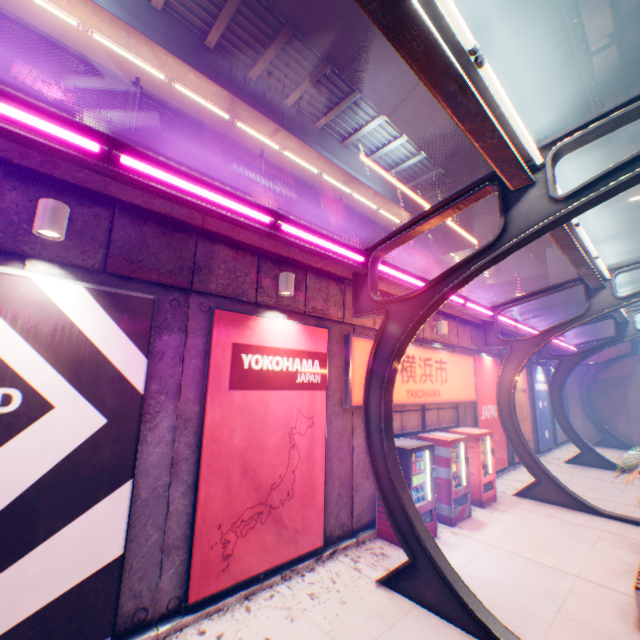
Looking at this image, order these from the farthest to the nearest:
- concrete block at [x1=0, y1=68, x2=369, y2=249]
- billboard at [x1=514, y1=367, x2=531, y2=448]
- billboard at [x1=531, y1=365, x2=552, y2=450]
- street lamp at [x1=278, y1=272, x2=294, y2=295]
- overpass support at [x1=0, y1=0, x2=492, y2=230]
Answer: billboard at [x1=531, y1=365, x2=552, y2=450] → billboard at [x1=514, y1=367, x2=531, y2=448] → overpass support at [x1=0, y1=0, x2=492, y2=230] → street lamp at [x1=278, y1=272, x2=294, y2=295] → concrete block at [x1=0, y1=68, x2=369, y2=249]

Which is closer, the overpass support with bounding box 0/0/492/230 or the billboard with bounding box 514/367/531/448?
the overpass support with bounding box 0/0/492/230

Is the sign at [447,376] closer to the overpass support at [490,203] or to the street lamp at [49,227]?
the street lamp at [49,227]

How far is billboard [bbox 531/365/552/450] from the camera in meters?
16.8 m

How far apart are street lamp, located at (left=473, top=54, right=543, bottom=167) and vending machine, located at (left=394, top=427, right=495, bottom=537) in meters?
6.4

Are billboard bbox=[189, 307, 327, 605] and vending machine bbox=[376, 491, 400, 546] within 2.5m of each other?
yes

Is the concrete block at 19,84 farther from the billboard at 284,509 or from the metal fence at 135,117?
the billboard at 284,509

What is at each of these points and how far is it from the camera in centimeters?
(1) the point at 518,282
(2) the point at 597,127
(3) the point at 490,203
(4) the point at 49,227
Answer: (1) overpass support, 2995cm
(2) canopy, 421cm
(3) overpass support, 1786cm
(4) street lamp, 373cm
